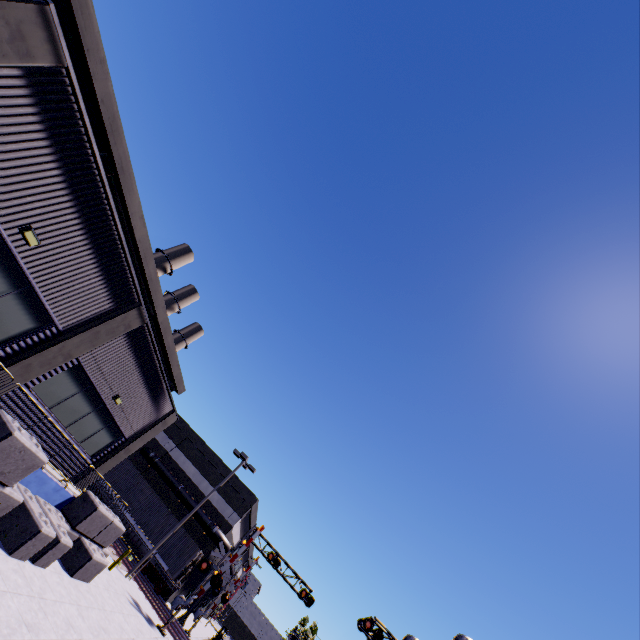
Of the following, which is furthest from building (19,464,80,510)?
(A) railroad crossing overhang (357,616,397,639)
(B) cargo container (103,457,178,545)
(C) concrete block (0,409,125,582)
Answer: (A) railroad crossing overhang (357,616,397,639)

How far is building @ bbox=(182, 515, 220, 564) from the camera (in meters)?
30.84

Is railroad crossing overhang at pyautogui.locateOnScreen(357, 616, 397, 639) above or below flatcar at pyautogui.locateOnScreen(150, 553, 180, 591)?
above

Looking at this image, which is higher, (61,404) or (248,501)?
(248,501)

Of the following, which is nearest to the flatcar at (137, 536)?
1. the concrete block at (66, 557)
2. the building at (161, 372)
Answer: the building at (161, 372)

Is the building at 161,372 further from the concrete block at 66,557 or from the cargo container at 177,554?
the cargo container at 177,554

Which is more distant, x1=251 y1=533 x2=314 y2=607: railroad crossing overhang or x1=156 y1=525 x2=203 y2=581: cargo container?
x1=251 y1=533 x2=314 y2=607: railroad crossing overhang
